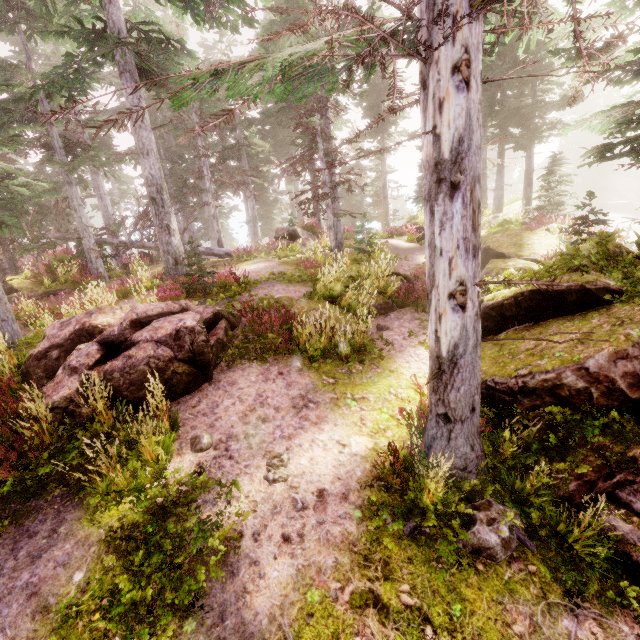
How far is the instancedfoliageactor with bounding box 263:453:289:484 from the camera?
4.89m

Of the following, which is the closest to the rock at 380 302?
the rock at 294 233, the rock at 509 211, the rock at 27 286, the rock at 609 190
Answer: the rock at 509 211

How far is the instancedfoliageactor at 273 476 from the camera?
4.9m

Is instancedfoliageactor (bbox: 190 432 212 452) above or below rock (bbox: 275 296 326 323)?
below

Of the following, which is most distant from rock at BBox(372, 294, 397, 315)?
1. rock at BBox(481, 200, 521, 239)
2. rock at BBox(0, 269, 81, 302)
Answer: rock at BBox(0, 269, 81, 302)

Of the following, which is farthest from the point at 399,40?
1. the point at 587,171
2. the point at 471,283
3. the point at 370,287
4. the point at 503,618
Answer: the point at 587,171

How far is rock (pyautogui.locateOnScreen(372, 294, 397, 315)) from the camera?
9.7 meters

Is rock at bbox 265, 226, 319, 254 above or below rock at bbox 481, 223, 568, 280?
above
